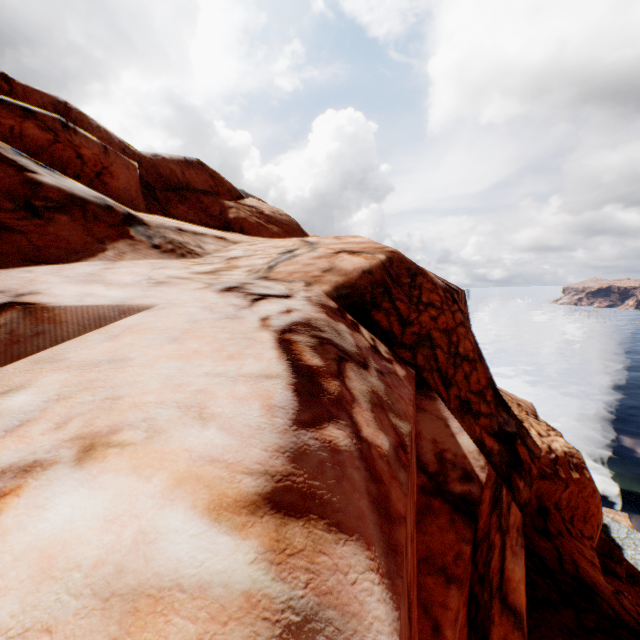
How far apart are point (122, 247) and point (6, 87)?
11.1 meters
